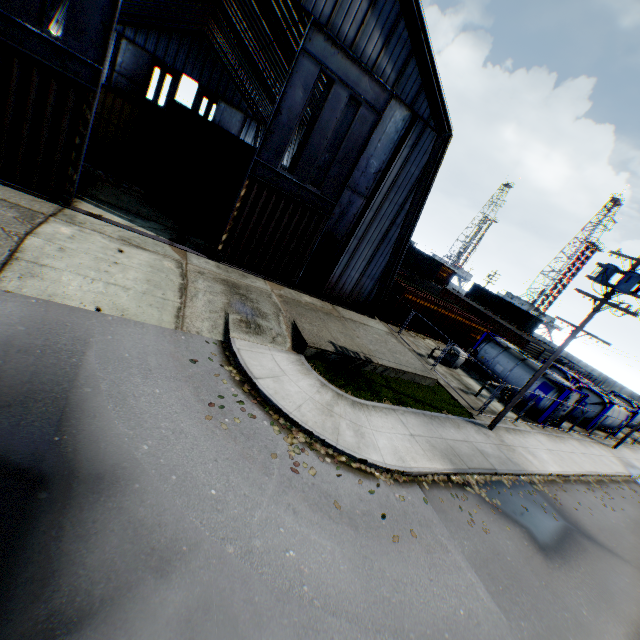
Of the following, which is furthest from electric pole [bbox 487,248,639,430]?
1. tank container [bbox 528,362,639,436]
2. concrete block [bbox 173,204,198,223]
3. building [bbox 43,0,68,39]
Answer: concrete block [bbox 173,204,198,223]

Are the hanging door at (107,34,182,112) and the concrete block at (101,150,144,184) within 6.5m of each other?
no

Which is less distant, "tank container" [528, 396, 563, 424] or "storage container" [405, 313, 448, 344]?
"tank container" [528, 396, 563, 424]

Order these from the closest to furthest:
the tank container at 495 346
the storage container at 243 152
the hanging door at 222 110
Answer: the tank container at 495 346, the storage container at 243 152, the hanging door at 222 110

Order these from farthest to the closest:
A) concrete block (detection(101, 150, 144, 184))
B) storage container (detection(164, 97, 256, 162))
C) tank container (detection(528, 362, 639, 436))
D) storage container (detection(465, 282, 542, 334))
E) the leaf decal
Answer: storage container (detection(465, 282, 542, 334))
storage container (detection(164, 97, 256, 162))
tank container (detection(528, 362, 639, 436))
concrete block (detection(101, 150, 144, 184))
the leaf decal

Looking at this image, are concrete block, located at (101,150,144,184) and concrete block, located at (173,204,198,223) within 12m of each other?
yes

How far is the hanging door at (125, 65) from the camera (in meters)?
44.12

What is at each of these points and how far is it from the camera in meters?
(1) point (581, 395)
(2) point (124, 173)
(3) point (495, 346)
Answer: (1) tank container, 26.7 m
(2) concrete block, 20.3 m
(3) tank container, 24.5 m
